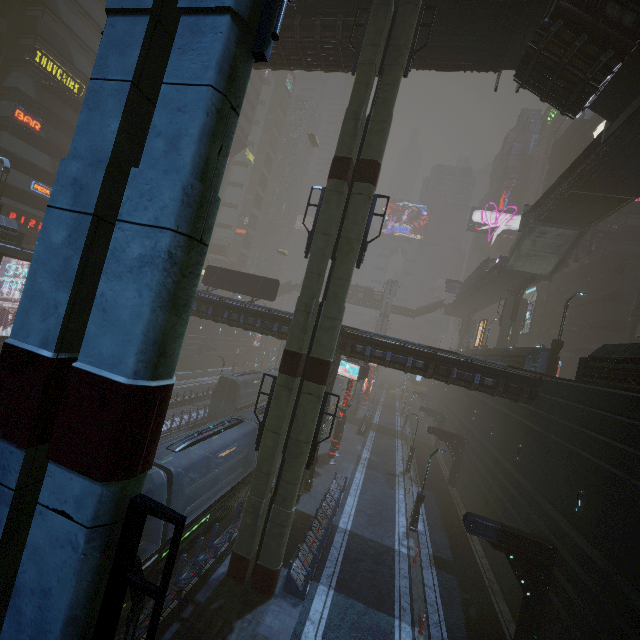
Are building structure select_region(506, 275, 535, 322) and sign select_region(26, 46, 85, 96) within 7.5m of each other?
no

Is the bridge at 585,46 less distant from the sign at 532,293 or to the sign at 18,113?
the sign at 532,293

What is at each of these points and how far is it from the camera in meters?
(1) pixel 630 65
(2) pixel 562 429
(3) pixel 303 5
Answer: (1) stairs, 15.1
(2) building, 15.3
(3) bridge, 18.3

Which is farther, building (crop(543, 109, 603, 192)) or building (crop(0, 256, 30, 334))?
building (crop(543, 109, 603, 192))

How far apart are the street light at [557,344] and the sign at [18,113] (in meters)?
52.06

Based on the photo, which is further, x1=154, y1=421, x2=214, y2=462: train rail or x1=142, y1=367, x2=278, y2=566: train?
x1=154, y1=421, x2=214, y2=462: train rail

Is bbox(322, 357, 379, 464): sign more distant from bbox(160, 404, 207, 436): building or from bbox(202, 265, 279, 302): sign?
bbox(202, 265, 279, 302): sign

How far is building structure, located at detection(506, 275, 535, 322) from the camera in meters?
35.6
